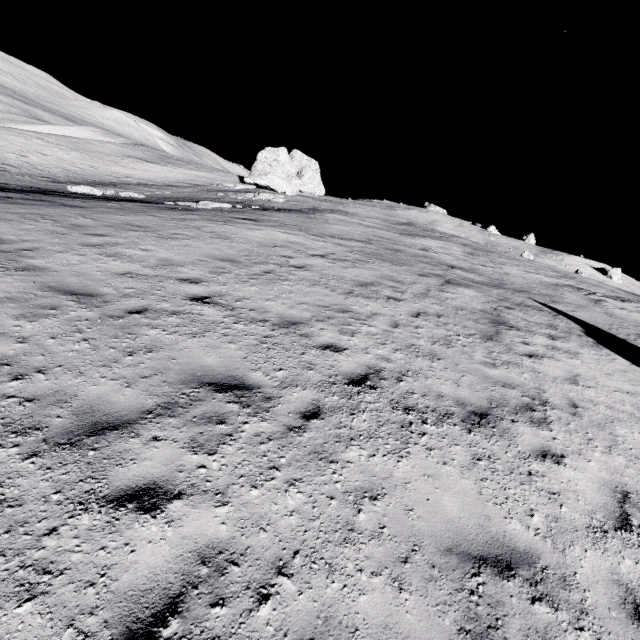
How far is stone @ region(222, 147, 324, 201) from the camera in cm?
4022

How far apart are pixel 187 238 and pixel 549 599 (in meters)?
11.84

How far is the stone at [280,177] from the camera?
40.2 meters
